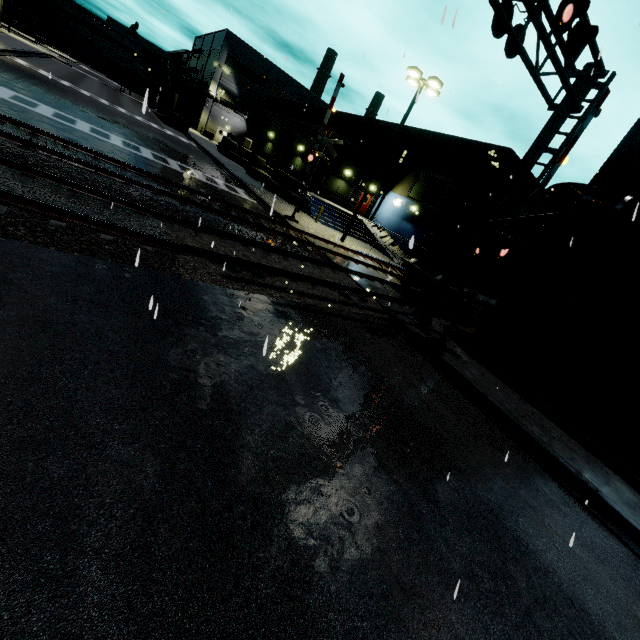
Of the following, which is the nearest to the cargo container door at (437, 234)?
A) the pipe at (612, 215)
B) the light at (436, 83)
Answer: the pipe at (612, 215)

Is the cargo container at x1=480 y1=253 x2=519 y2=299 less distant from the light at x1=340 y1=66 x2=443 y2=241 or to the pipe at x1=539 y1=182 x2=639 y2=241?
the pipe at x1=539 y1=182 x2=639 y2=241

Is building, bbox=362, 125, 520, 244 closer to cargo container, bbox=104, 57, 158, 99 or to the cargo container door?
cargo container, bbox=104, 57, 158, 99

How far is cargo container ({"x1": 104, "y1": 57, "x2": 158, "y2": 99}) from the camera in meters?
49.2 m

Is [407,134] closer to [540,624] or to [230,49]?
[540,624]

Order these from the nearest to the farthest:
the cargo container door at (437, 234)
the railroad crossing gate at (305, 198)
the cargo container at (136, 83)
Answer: the cargo container door at (437, 234)
the railroad crossing gate at (305, 198)
the cargo container at (136, 83)

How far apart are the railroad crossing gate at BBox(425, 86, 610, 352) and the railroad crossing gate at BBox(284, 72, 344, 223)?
10.7m

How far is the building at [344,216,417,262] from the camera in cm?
2415
